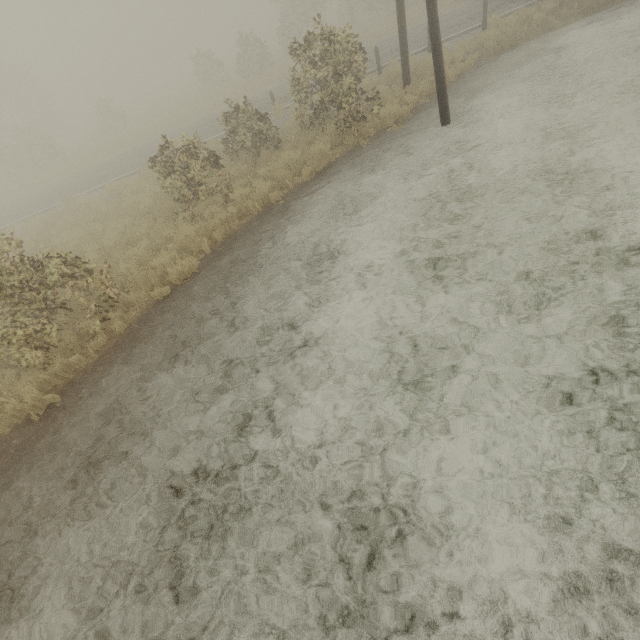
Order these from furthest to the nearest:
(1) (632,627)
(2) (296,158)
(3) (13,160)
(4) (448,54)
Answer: (3) (13,160), (4) (448,54), (2) (296,158), (1) (632,627)
